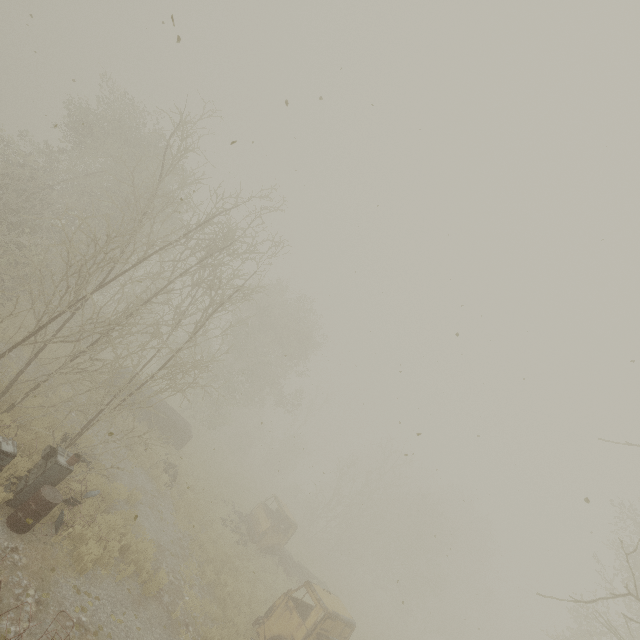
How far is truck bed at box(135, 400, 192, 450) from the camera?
18.8m

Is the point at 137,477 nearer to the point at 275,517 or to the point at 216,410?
the point at 275,517

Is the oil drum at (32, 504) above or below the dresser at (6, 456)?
below

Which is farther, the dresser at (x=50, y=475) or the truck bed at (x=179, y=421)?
the truck bed at (x=179, y=421)

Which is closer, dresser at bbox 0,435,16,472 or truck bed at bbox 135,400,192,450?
dresser at bbox 0,435,16,472

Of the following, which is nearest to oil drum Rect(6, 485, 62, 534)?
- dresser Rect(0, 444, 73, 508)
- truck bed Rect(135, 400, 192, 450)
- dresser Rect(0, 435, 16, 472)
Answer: dresser Rect(0, 444, 73, 508)

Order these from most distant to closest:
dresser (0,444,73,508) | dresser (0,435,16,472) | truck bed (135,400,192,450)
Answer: truck bed (135,400,192,450)
dresser (0,444,73,508)
dresser (0,435,16,472)

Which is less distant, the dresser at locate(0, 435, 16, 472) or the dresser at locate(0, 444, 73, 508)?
the dresser at locate(0, 435, 16, 472)
